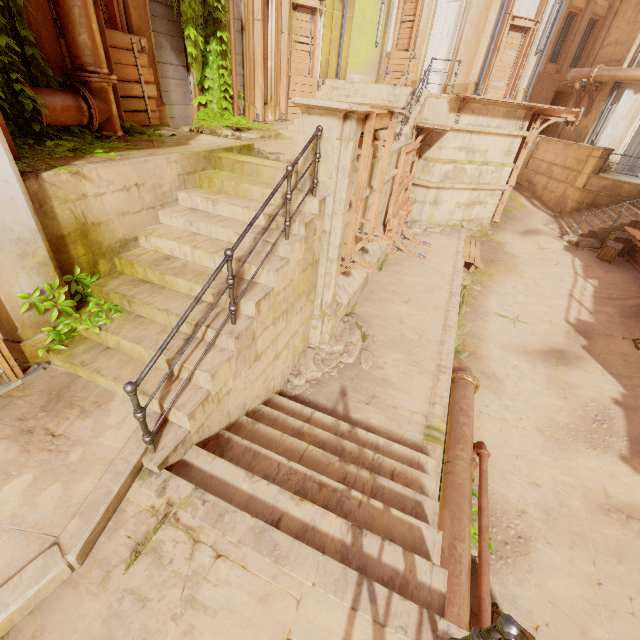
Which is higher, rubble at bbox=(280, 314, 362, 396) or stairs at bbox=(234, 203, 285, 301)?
stairs at bbox=(234, 203, 285, 301)

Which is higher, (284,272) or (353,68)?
(353,68)

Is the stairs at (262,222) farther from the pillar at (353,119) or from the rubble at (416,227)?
the rubble at (416,227)

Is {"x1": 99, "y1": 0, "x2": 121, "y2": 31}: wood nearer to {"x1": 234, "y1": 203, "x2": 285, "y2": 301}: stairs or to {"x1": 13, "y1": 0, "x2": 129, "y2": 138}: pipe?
{"x1": 13, "y1": 0, "x2": 129, "y2": 138}: pipe

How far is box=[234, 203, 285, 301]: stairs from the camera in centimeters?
438cm

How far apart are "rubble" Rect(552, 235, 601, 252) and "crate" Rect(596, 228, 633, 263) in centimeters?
2cm

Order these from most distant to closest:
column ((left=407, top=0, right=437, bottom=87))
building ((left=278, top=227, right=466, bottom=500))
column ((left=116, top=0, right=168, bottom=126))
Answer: column ((left=407, top=0, right=437, bottom=87))
column ((left=116, top=0, right=168, bottom=126))
building ((left=278, top=227, right=466, bottom=500))

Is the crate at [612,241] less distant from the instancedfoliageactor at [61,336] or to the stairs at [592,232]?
the stairs at [592,232]
